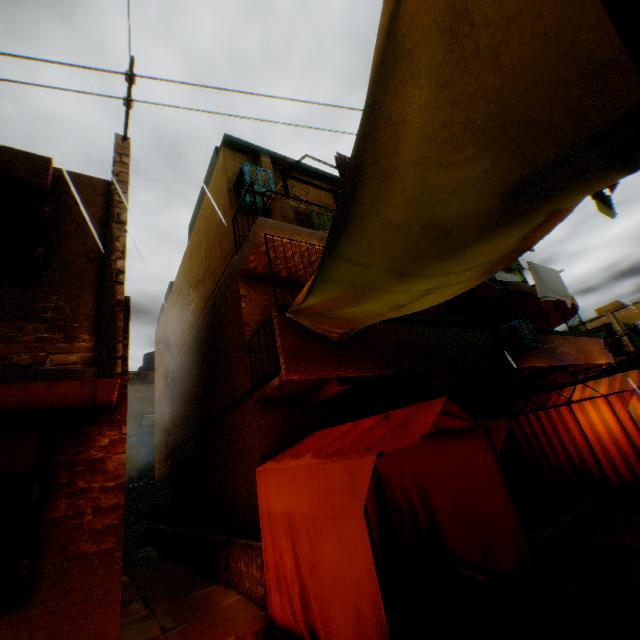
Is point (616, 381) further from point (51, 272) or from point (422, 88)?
point (51, 272)

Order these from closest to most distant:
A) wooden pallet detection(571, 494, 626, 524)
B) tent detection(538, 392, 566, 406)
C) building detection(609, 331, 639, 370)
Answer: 1. wooden pallet detection(571, 494, 626, 524)
2. tent detection(538, 392, 566, 406)
3. building detection(609, 331, 639, 370)

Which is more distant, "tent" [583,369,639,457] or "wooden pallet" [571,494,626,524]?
"tent" [583,369,639,457]

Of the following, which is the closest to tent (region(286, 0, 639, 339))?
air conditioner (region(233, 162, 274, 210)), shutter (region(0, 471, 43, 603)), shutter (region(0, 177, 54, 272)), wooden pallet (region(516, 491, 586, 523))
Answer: wooden pallet (region(516, 491, 586, 523))

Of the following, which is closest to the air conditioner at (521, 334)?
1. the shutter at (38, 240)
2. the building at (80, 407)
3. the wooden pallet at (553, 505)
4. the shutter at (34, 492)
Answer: the building at (80, 407)

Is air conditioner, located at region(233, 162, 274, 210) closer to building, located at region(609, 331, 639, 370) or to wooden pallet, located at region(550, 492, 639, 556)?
building, located at region(609, 331, 639, 370)

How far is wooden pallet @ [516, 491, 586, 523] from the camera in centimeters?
663cm

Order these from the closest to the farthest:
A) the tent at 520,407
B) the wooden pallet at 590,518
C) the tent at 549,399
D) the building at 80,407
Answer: the building at 80,407 → the wooden pallet at 590,518 → the tent at 549,399 → the tent at 520,407
